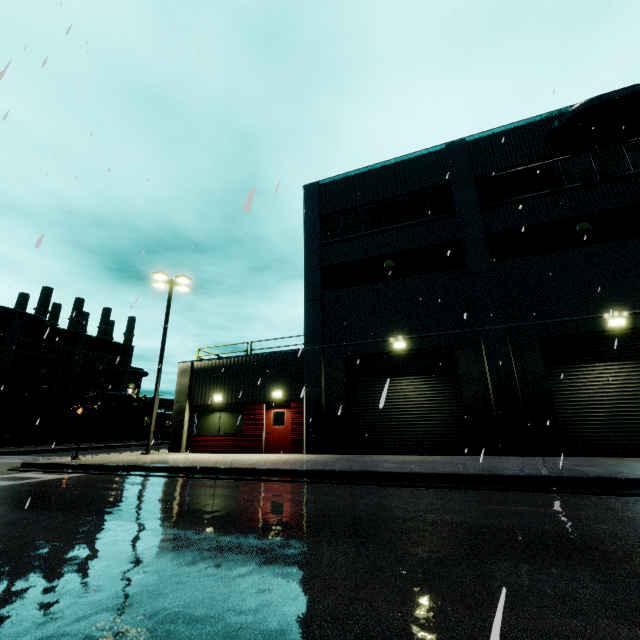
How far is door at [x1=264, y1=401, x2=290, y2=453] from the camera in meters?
15.3

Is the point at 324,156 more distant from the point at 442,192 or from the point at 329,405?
the point at 329,405

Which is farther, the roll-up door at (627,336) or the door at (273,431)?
the door at (273,431)

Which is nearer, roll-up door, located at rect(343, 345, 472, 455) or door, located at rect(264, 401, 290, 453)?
roll-up door, located at rect(343, 345, 472, 455)

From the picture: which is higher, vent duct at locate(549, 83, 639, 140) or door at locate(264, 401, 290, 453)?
vent duct at locate(549, 83, 639, 140)

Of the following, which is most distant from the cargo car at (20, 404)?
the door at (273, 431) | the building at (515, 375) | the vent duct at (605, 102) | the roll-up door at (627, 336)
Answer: the roll-up door at (627, 336)

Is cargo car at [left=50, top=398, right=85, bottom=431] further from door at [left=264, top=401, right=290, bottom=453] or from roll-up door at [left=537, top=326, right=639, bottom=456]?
roll-up door at [left=537, top=326, right=639, bottom=456]

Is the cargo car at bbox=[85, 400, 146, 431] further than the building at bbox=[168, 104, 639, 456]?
Yes
